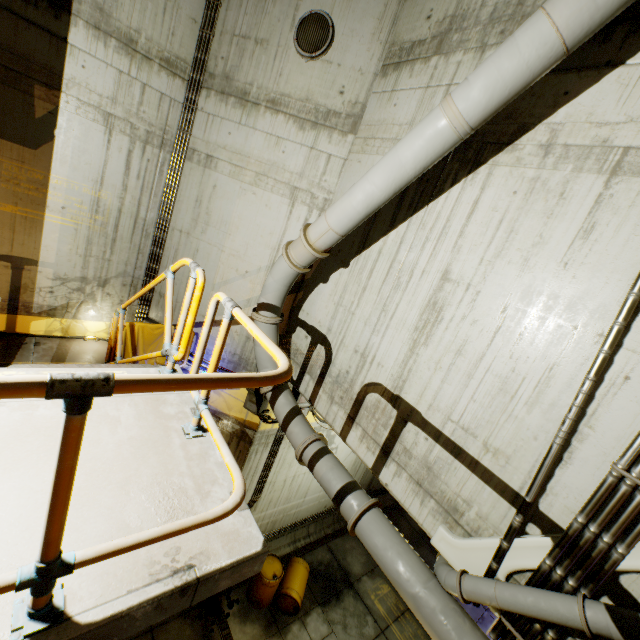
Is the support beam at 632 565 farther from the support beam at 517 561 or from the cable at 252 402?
the cable at 252 402

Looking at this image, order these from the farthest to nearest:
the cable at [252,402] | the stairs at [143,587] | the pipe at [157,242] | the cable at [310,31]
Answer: the cable at [252,402] → the pipe at [157,242] → the cable at [310,31] → the stairs at [143,587]

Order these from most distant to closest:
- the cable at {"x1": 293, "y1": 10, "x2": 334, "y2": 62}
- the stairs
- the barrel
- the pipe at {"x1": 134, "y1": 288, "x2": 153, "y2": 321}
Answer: the barrel → the pipe at {"x1": 134, "y1": 288, "x2": 153, "y2": 321} → the cable at {"x1": 293, "y1": 10, "x2": 334, "y2": 62} → the stairs

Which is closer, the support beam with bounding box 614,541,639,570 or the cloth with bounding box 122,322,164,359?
the support beam with bounding box 614,541,639,570

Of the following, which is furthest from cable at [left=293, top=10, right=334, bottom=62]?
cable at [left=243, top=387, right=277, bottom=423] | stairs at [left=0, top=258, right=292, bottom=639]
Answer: cable at [left=243, top=387, right=277, bottom=423]

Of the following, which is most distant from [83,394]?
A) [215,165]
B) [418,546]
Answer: [418,546]

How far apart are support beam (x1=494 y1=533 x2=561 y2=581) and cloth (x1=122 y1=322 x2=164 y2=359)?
6.26m

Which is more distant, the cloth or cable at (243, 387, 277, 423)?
cable at (243, 387, 277, 423)
